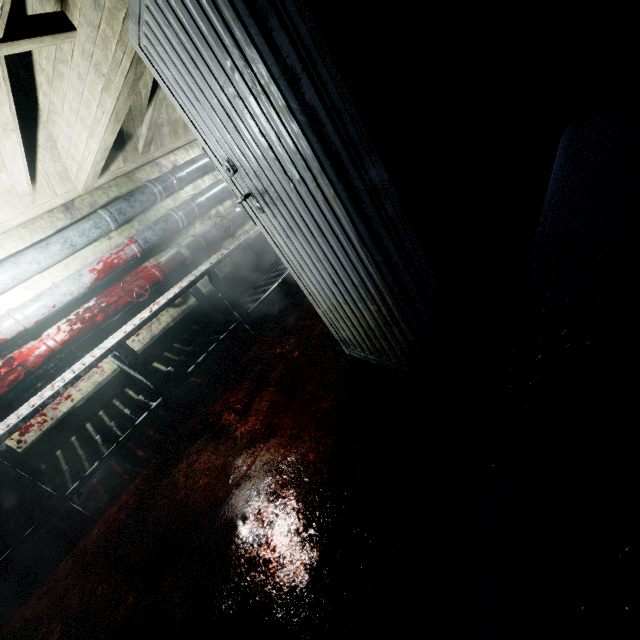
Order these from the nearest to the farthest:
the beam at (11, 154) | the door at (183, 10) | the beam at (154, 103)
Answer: the door at (183, 10) < the beam at (11, 154) < the beam at (154, 103)

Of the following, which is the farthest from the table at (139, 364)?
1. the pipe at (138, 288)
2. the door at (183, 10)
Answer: the door at (183, 10)

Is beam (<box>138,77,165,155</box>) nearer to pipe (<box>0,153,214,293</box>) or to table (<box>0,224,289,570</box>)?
pipe (<box>0,153,214,293</box>)

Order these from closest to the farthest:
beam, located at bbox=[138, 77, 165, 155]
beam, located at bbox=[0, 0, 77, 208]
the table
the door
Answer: the door → beam, located at bbox=[0, 0, 77, 208] → the table → beam, located at bbox=[138, 77, 165, 155]

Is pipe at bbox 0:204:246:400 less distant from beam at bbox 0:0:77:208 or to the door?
beam at bbox 0:0:77:208

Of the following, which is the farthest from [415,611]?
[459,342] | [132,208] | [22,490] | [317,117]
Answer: [132,208]

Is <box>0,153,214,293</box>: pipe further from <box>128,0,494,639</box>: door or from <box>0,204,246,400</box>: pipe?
<box>128,0,494,639</box>: door

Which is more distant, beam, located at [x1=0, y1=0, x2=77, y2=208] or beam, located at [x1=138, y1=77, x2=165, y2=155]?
beam, located at [x1=138, y1=77, x2=165, y2=155]
